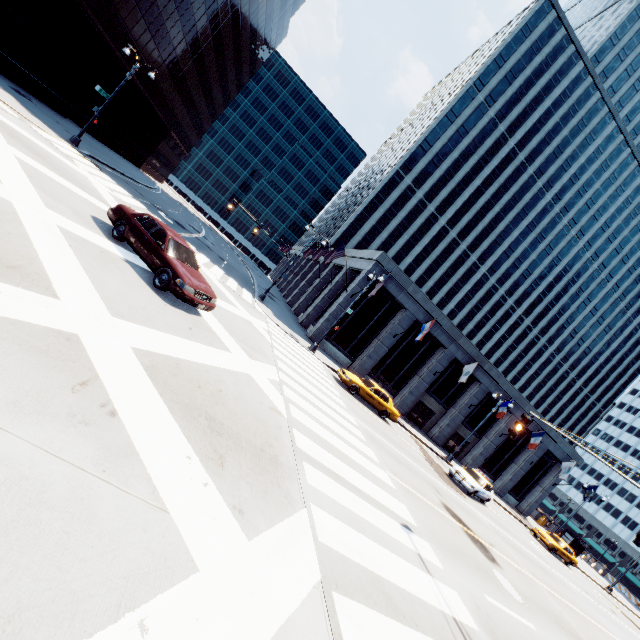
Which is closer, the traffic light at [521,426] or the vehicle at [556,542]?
the traffic light at [521,426]

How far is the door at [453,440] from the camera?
34.6 meters

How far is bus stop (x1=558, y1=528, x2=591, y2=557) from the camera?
34.81m

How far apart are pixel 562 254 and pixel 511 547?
60.2 meters

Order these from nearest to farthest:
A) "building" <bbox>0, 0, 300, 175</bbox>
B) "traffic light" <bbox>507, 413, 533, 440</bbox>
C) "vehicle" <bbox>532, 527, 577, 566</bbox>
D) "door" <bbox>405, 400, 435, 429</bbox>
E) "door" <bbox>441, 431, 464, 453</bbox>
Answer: "traffic light" <bbox>507, 413, 533, 440</bbox>, "building" <bbox>0, 0, 300, 175</bbox>, "vehicle" <bbox>532, 527, 577, 566</bbox>, "door" <bbox>405, 400, 435, 429</bbox>, "door" <bbox>441, 431, 464, 453</bbox>

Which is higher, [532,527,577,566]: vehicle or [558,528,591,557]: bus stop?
[558,528,591,557]: bus stop

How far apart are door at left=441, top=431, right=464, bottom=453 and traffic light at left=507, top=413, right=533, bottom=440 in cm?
2747

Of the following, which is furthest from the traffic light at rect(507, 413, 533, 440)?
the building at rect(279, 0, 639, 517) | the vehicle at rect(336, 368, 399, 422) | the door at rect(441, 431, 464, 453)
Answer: the door at rect(441, 431, 464, 453)
